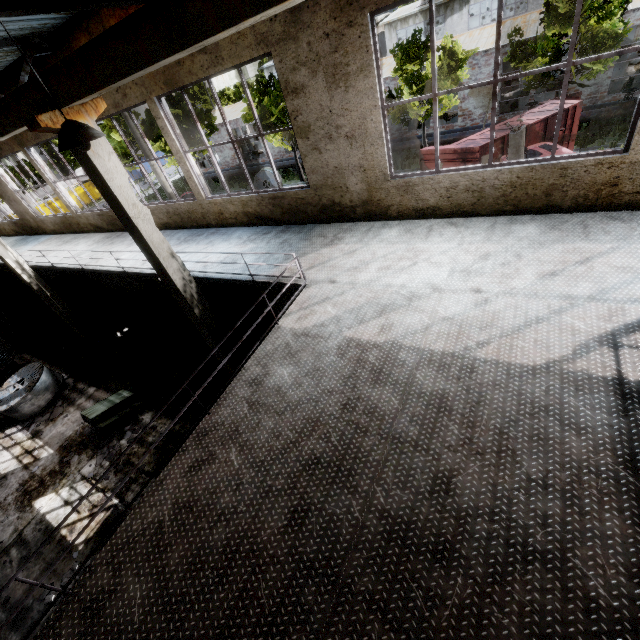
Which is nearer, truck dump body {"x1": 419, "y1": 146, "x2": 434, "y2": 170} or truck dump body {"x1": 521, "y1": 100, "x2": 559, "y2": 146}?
truck dump body {"x1": 521, "y1": 100, "x2": 559, "y2": 146}

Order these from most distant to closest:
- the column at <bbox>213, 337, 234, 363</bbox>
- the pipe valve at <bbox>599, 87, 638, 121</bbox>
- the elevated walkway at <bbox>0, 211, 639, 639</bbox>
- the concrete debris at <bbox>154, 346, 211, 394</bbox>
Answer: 1. the pipe valve at <bbox>599, 87, 638, 121</bbox>
2. the concrete debris at <bbox>154, 346, 211, 394</bbox>
3. the column at <bbox>213, 337, 234, 363</bbox>
4. the elevated walkway at <bbox>0, 211, 639, 639</bbox>

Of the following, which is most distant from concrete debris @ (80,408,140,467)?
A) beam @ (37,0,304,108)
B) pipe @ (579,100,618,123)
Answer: pipe @ (579,100,618,123)

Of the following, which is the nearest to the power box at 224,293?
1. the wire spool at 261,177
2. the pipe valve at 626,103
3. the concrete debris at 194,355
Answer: the concrete debris at 194,355

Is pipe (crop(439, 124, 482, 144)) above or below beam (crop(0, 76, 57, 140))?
below

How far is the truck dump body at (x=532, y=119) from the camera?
13.6m

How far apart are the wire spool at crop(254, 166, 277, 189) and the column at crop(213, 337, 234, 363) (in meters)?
19.24

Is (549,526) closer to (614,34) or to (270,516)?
(270,516)
